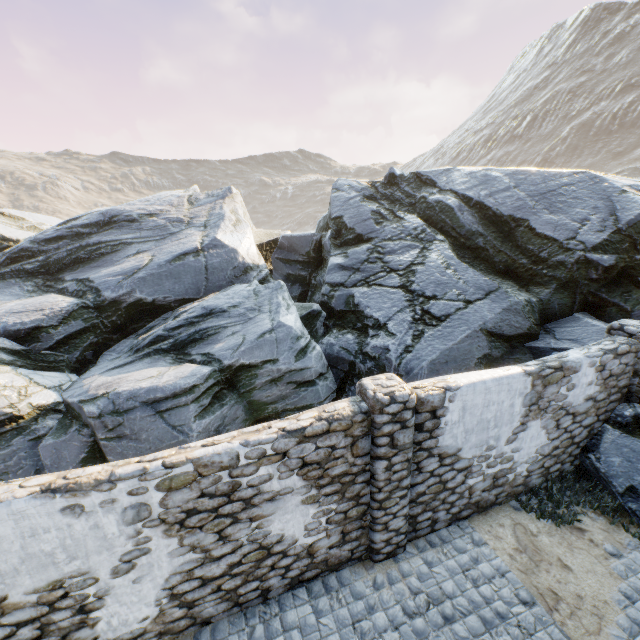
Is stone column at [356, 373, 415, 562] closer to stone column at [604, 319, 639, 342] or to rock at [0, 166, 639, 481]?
rock at [0, 166, 639, 481]

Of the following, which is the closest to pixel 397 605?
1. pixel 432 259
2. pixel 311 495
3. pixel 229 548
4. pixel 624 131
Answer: pixel 311 495

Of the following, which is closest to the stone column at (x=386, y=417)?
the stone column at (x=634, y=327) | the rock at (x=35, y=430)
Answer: the rock at (x=35, y=430)

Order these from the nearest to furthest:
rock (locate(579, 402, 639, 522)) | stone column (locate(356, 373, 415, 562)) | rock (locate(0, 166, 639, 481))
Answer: stone column (locate(356, 373, 415, 562))
rock (locate(579, 402, 639, 522))
rock (locate(0, 166, 639, 481))

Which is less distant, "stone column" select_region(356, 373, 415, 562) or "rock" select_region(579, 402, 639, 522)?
"stone column" select_region(356, 373, 415, 562)

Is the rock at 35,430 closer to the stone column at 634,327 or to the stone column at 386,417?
the stone column at 634,327

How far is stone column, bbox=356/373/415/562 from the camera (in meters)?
4.61
